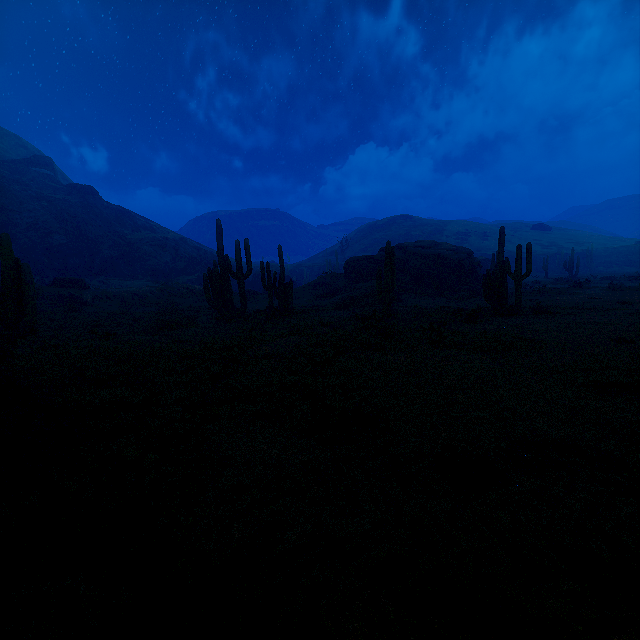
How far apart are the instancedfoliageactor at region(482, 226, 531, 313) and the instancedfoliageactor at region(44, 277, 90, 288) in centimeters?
2957cm

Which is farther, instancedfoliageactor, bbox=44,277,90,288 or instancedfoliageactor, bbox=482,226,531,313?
instancedfoliageactor, bbox=44,277,90,288

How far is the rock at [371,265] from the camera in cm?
2710

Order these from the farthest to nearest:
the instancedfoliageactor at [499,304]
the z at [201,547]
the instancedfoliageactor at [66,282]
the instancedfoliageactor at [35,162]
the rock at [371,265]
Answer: the instancedfoliageactor at [35,162] < the rock at [371,265] < the instancedfoliageactor at [66,282] < the instancedfoliageactor at [499,304] < the z at [201,547]

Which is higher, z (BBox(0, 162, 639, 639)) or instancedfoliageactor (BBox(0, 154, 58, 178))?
instancedfoliageactor (BBox(0, 154, 58, 178))

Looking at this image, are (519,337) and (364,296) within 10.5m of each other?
no

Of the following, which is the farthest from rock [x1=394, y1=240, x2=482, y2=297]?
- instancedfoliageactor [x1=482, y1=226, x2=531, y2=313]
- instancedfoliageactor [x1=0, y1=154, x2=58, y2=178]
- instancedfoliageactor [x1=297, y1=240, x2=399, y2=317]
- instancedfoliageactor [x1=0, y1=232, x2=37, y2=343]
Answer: instancedfoliageactor [x1=0, y1=154, x2=58, y2=178]

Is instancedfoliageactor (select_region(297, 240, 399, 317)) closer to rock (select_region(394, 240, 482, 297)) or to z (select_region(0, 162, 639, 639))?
z (select_region(0, 162, 639, 639))
